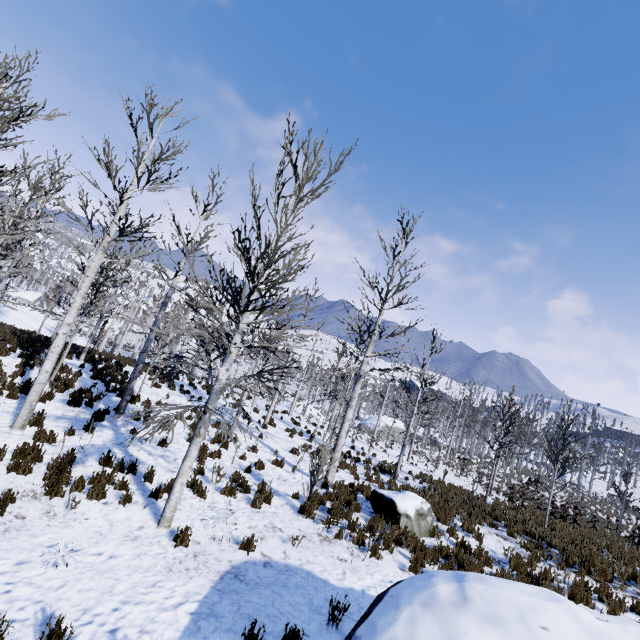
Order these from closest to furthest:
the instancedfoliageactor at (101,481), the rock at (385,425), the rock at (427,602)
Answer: the rock at (427,602) → the instancedfoliageactor at (101,481) → the rock at (385,425)

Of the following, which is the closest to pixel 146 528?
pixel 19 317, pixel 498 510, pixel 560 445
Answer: pixel 498 510

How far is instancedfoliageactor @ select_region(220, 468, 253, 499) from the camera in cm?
830

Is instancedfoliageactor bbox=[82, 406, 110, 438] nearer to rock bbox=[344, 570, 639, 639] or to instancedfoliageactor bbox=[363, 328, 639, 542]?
instancedfoliageactor bbox=[363, 328, 639, 542]

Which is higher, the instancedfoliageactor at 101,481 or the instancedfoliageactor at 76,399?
the instancedfoliageactor at 76,399

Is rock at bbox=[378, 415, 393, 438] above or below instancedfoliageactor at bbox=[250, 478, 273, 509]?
below

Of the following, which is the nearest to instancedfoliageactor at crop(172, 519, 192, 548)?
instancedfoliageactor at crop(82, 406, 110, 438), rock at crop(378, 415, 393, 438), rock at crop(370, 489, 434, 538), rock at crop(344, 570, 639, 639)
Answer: rock at crop(370, 489, 434, 538)

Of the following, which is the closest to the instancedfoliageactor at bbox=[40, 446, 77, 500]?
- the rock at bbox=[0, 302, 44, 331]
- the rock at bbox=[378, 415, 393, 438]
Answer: the rock at bbox=[0, 302, 44, 331]
